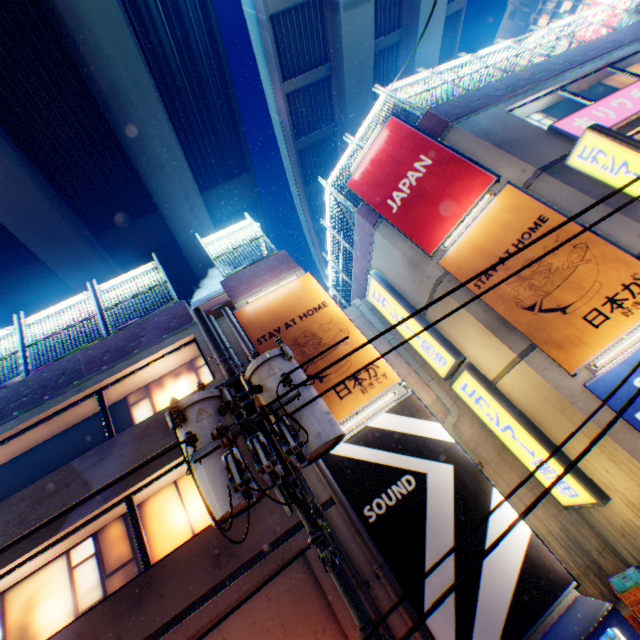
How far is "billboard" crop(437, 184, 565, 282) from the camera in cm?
801

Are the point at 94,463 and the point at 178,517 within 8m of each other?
yes

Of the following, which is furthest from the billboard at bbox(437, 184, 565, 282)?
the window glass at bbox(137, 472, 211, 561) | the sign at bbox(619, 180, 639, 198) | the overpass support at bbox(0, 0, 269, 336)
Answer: the overpass support at bbox(0, 0, 269, 336)

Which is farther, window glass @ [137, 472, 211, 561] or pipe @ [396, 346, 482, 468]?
pipe @ [396, 346, 482, 468]

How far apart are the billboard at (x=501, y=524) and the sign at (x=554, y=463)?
3.17m

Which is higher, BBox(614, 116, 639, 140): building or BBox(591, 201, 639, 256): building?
BBox(614, 116, 639, 140): building

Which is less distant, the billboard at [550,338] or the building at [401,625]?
the building at [401,625]

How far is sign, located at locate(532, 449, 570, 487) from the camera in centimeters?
851cm
